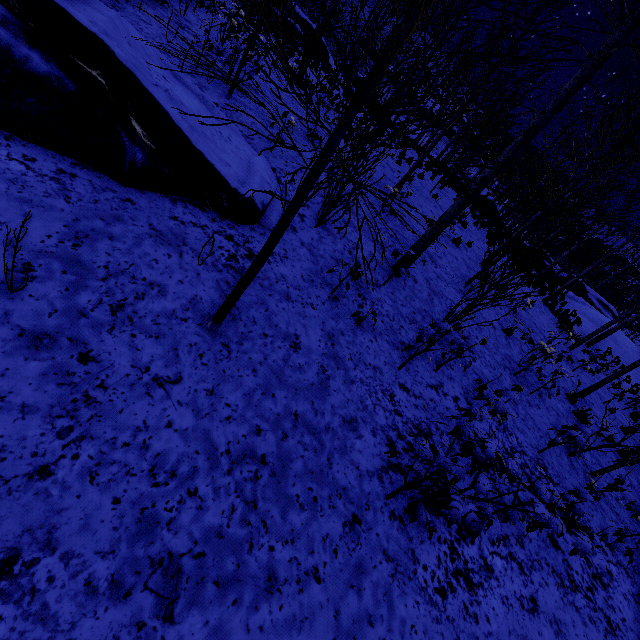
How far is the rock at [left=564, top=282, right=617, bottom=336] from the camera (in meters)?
21.78

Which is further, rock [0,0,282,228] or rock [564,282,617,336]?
rock [564,282,617,336]

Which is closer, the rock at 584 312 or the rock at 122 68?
the rock at 122 68

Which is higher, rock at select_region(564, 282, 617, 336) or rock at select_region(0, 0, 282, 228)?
rock at select_region(564, 282, 617, 336)

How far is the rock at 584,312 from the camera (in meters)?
21.78

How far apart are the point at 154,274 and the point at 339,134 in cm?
235
